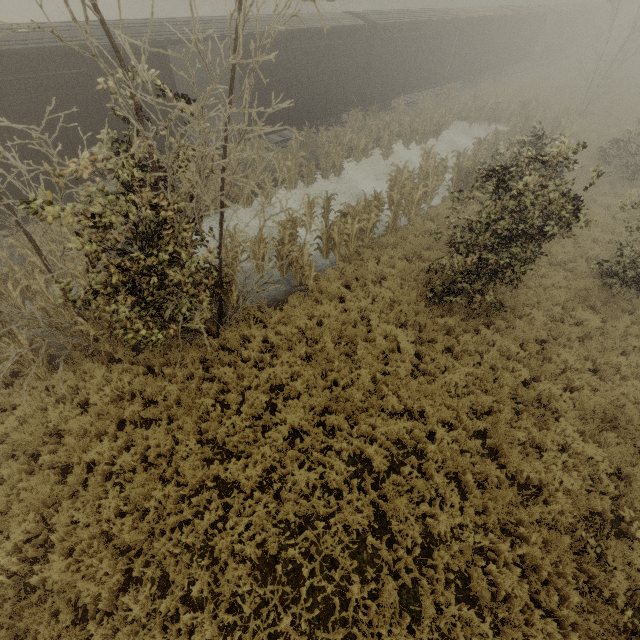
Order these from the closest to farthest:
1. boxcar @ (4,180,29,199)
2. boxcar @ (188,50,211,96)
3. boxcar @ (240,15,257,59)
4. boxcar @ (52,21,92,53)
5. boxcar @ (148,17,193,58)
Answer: boxcar @ (52,21,92,53)
boxcar @ (4,180,29,199)
boxcar @ (148,17,193,58)
boxcar @ (240,15,257,59)
boxcar @ (188,50,211,96)

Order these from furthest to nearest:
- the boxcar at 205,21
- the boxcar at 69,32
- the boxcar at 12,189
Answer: the boxcar at 205,21 → the boxcar at 12,189 → the boxcar at 69,32

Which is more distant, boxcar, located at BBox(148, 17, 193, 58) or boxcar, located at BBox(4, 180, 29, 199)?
boxcar, located at BBox(148, 17, 193, 58)

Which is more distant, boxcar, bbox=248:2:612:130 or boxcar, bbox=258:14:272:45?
boxcar, bbox=248:2:612:130

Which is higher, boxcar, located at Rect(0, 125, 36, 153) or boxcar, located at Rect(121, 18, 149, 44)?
boxcar, located at Rect(121, 18, 149, 44)

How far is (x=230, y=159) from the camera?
5.4 meters

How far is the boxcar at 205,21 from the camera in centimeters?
1142cm
